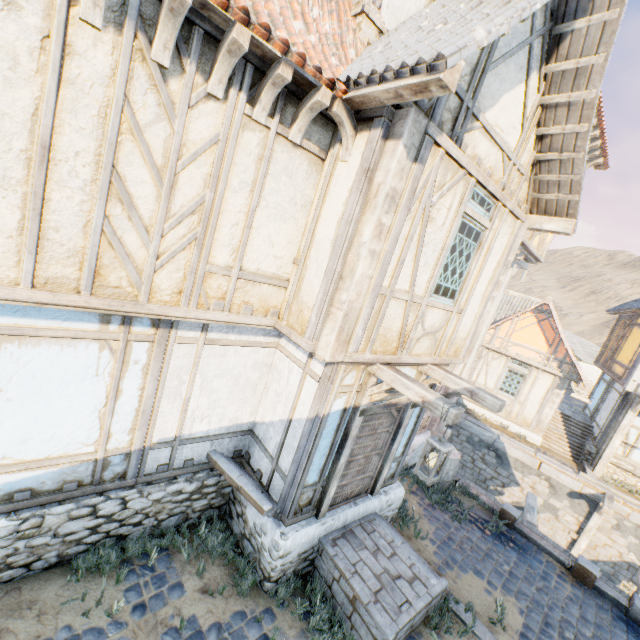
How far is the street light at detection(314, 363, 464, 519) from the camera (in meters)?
4.07

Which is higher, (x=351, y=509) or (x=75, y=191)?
(x=75, y=191)

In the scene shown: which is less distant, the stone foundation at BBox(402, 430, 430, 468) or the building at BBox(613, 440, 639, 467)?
the stone foundation at BBox(402, 430, 430, 468)

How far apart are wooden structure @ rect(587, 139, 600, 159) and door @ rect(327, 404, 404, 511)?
7.7 meters

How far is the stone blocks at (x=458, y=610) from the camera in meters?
5.6 m

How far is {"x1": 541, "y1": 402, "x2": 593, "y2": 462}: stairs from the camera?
14.5 meters

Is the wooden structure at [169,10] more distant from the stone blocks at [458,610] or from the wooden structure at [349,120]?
the stone blocks at [458,610]

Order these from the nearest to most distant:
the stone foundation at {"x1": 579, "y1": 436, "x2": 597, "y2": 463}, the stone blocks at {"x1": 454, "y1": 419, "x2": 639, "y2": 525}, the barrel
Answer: the barrel → the stone blocks at {"x1": 454, "y1": 419, "x2": 639, "y2": 525} → the stone foundation at {"x1": 579, "y1": 436, "x2": 597, "y2": 463}
